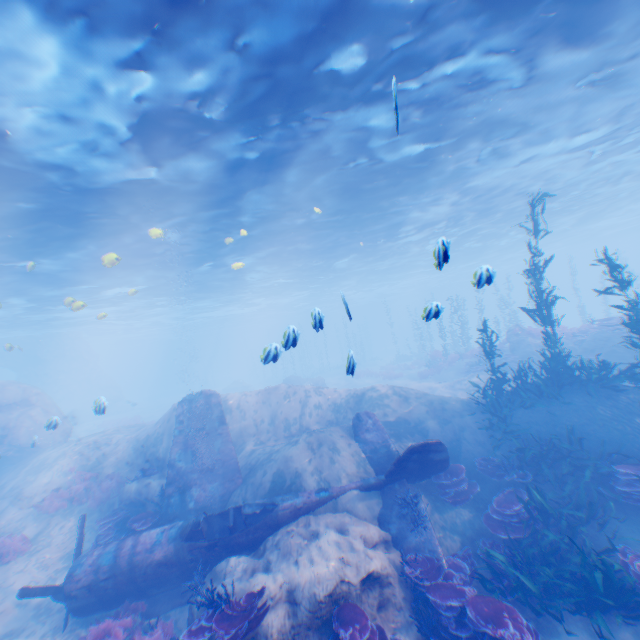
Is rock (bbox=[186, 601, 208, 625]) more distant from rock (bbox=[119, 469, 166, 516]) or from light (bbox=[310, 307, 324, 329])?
rock (bbox=[119, 469, 166, 516])

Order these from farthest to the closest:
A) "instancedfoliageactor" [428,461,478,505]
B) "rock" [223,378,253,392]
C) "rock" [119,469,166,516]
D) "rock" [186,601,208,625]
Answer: "rock" [223,378,253,392]
"rock" [119,469,166,516]
"instancedfoliageactor" [428,461,478,505]
"rock" [186,601,208,625]

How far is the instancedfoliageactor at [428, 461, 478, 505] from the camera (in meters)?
9.22

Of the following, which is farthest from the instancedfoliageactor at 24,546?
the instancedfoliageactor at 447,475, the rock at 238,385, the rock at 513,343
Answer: the rock at 238,385

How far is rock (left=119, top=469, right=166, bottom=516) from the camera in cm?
1182

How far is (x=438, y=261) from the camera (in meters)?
4.57

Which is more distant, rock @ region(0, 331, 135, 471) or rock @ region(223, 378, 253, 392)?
rock @ region(223, 378, 253, 392)

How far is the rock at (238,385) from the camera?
41.9m
